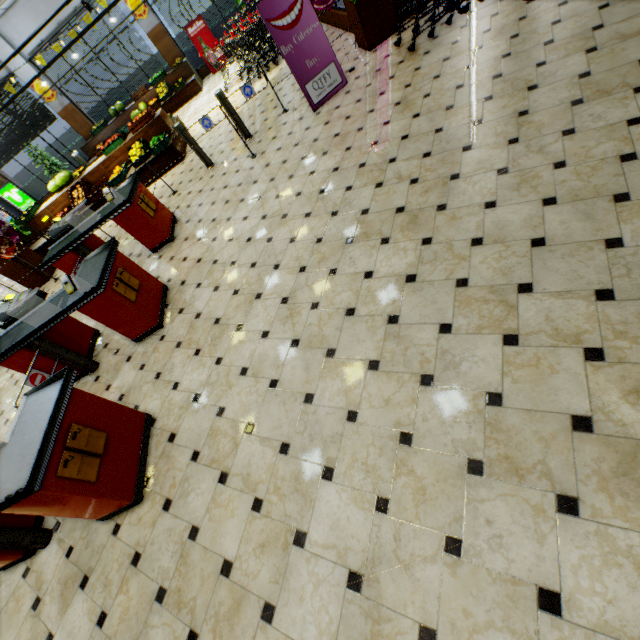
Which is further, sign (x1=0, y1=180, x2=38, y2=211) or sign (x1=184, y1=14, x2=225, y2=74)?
sign (x1=0, y1=180, x2=38, y2=211)

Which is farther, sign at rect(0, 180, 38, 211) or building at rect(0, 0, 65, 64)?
sign at rect(0, 180, 38, 211)

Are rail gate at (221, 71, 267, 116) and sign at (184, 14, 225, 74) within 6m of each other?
no

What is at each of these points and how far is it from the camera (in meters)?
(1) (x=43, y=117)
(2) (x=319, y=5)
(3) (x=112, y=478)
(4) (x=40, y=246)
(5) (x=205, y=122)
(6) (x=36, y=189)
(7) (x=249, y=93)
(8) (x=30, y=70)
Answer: (1) curtain, 13.72
(2) foil balloon, 5.50
(3) checkout counter, 2.82
(4) wooden stand, 9.33
(5) rail gate, 6.64
(6) hedge, 15.80
(7) rail gate, 6.47
(8) building, 12.55

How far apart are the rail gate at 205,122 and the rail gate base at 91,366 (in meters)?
4.77

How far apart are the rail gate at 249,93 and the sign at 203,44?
9.4 meters

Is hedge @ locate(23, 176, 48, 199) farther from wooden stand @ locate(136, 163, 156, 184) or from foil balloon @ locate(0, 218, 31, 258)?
foil balloon @ locate(0, 218, 31, 258)

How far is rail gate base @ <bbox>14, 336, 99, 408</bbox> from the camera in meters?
3.9 m
